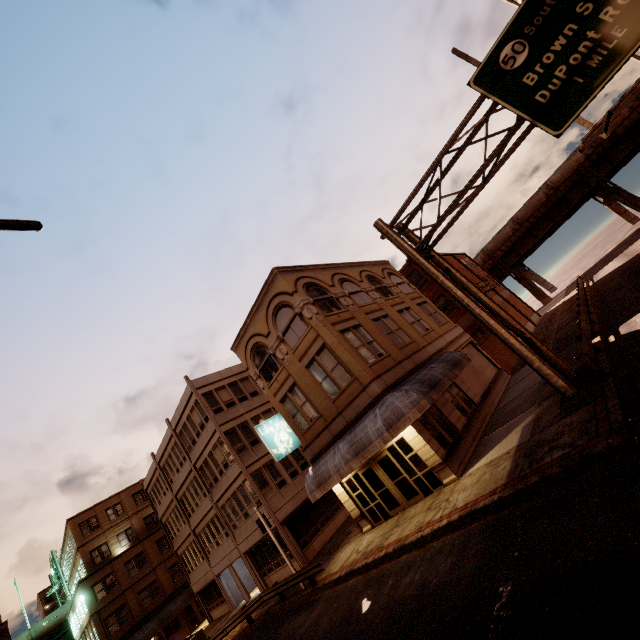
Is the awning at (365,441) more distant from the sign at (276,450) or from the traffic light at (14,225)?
the traffic light at (14,225)

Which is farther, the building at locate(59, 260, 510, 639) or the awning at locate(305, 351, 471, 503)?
the building at locate(59, 260, 510, 639)

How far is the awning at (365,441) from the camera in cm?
1329

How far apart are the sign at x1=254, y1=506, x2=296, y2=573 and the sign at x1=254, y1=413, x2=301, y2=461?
3.5m

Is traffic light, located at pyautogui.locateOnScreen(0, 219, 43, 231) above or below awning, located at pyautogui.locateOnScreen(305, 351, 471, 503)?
above

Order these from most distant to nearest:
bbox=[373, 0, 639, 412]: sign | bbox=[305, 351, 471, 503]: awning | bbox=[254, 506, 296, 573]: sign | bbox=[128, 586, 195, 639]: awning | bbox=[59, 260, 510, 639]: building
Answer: bbox=[128, 586, 195, 639]: awning < bbox=[254, 506, 296, 573]: sign < bbox=[59, 260, 510, 639]: building < bbox=[305, 351, 471, 503]: awning < bbox=[373, 0, 639, 412]: sign

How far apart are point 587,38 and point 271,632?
26.06m

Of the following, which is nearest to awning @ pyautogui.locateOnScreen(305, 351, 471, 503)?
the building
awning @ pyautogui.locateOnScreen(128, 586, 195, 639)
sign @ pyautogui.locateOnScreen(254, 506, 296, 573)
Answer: the building
